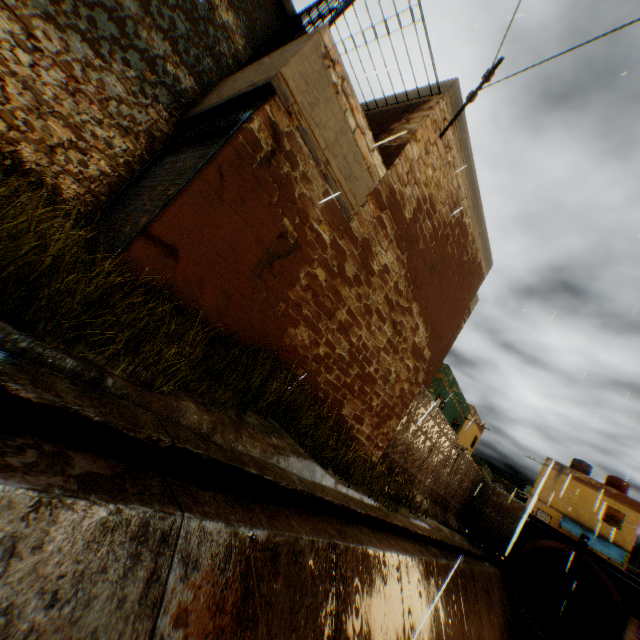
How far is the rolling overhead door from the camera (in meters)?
4.27

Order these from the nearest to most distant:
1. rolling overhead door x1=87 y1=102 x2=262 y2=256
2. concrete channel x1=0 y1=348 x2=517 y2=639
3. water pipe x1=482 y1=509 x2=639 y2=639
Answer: concrete channel x1=0 y1=348 x2=517 y2=639, rolling overhead door x1=87 y1=102 x2=262 y2=256, water pipe x1=482 y1=509 x2=639 y2=639

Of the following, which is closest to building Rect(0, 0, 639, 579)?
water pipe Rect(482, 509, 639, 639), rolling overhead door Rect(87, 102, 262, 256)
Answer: rolling overhead door Rect(87, 102, 262, 256)

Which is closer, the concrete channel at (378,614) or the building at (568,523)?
the concrete channel at (378,614)

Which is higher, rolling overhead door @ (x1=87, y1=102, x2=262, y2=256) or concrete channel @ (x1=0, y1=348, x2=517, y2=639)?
rolling overhead door @ (x1=87, y1=102, x2=262, y2=256)

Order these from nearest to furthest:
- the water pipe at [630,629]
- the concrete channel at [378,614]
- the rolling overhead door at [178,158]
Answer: the concrete channel at [378,614] → the rolling overhead door at [178,158] → the water pipe at [630,629]

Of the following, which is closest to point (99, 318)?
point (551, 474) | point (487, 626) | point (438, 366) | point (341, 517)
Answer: point (341, 517)

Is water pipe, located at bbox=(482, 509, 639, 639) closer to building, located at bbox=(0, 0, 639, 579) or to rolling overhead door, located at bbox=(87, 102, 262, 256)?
building, located at bbox=(0, 0, 639, 579)
